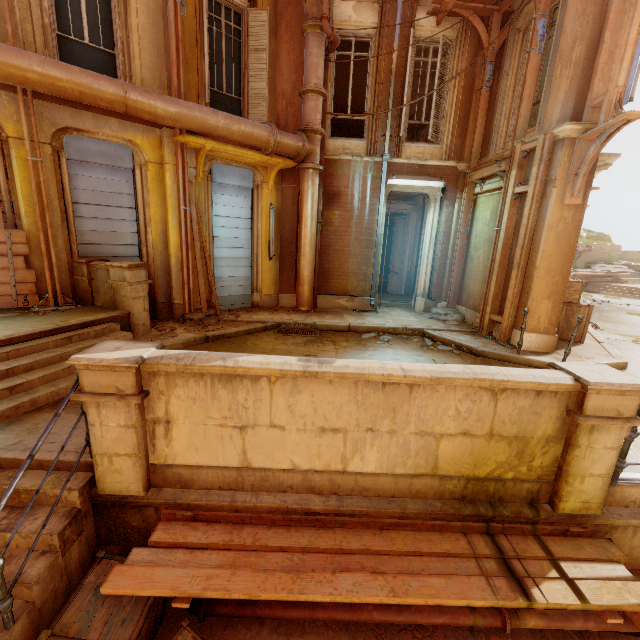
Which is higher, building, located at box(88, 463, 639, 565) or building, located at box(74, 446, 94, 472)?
building, located at box(74, 446, 94, 472)

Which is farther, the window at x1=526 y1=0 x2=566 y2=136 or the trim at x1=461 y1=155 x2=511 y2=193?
the trim at x1=461 y1=155 x2=511 y2=193

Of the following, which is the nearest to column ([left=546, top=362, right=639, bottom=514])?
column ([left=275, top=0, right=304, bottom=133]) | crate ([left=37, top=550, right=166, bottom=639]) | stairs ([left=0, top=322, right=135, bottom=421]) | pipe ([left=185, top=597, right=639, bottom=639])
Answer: pipe ([left=185, top=597, right=639, bottom=639])

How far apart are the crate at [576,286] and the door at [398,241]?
4.90m

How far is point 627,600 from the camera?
2.74m

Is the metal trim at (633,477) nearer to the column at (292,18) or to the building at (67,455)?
the building at (67,455)

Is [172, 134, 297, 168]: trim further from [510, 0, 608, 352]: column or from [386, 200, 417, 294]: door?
[510, 0, 608, 352]: column

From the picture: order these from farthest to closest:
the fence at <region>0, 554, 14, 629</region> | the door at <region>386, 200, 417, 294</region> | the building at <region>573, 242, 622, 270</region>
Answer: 1. the building at <region>573, 242, 622, 270</region>
2. the door at <region>386, 200, 417, 294</region>
3. the fence at <region>0, 554, 14, 629</region>
